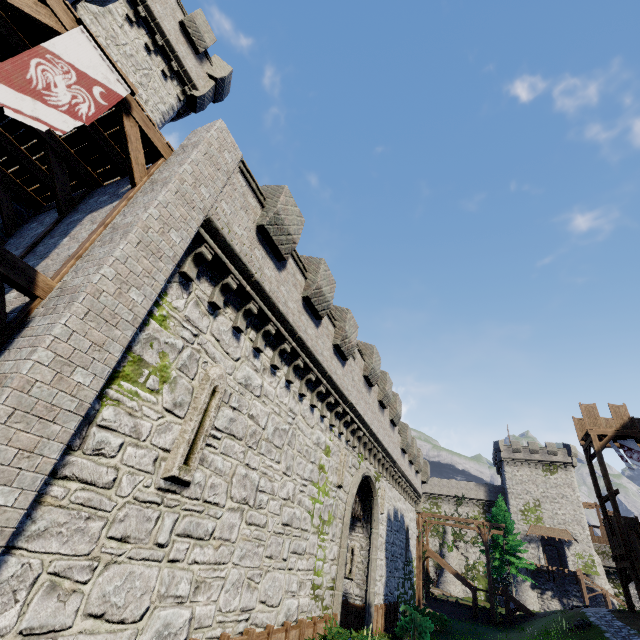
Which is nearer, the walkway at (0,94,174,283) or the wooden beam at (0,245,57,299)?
the wooden beam at (0,245,57,299)

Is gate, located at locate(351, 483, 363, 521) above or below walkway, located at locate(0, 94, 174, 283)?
below

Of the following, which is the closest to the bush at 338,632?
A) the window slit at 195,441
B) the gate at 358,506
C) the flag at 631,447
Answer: the gate at 358,506

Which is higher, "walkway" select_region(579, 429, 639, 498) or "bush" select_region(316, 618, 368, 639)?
"walkway" select_region(579, 429, 639, 498)

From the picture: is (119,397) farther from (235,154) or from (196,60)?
(196,60)

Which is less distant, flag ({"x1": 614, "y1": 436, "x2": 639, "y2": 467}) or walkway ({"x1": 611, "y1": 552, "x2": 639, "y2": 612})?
walkway ({"x1": 611, "y1": 552, "x2": 639, "y2": 612})

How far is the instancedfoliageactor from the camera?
34.30m

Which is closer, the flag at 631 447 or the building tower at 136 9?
the building tower at 136 9
